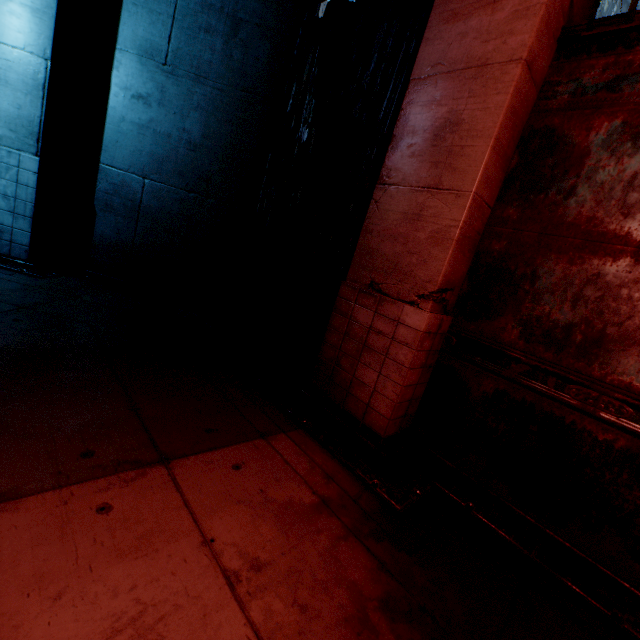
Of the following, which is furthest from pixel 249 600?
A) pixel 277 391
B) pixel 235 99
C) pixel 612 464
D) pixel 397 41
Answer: pixel 235 99
